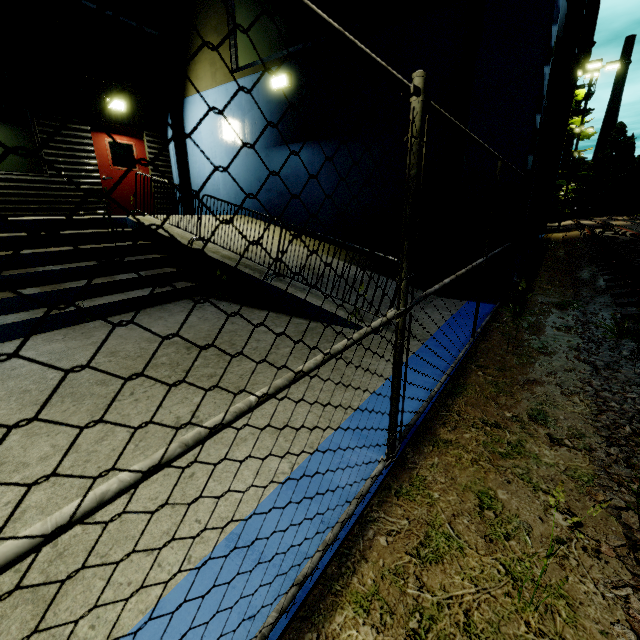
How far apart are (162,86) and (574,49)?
14.3m

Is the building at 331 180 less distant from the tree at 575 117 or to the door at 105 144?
the door at 105 144

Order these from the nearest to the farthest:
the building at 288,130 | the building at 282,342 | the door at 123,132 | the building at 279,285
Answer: the building at 282,342 < the building at 279,285 < the building at 288,130 < the door at 123,132

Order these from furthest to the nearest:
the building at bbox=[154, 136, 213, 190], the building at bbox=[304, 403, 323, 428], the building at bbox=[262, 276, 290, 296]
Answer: the building at bbox=[154, 136, 213, 190] → the building at bbox=[262, 276, 290, 296] → the building at bbox=[304, 403, 323, 428]

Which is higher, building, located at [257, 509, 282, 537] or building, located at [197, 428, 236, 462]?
building, located at [197, 428, 236, 462]

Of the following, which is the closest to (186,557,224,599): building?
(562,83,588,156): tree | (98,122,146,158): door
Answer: A: (98,122,146,158): door
